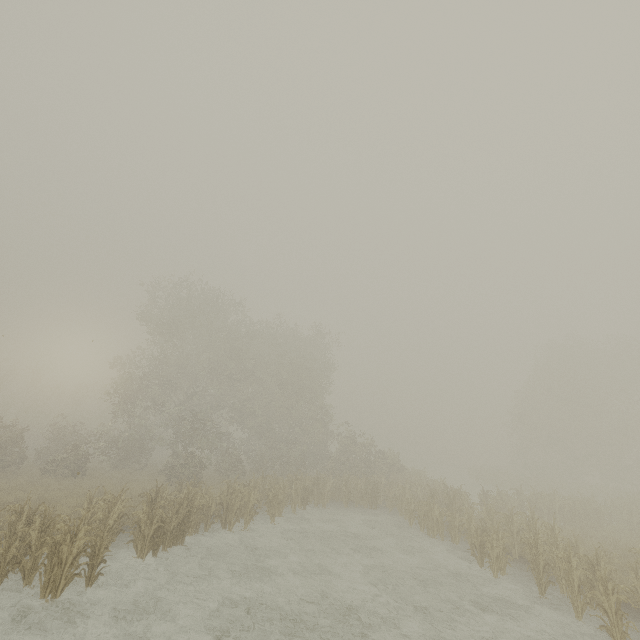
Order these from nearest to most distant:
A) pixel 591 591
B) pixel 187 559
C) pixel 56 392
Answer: pixel 591 591, pixel 187 559, pixel 56 392
